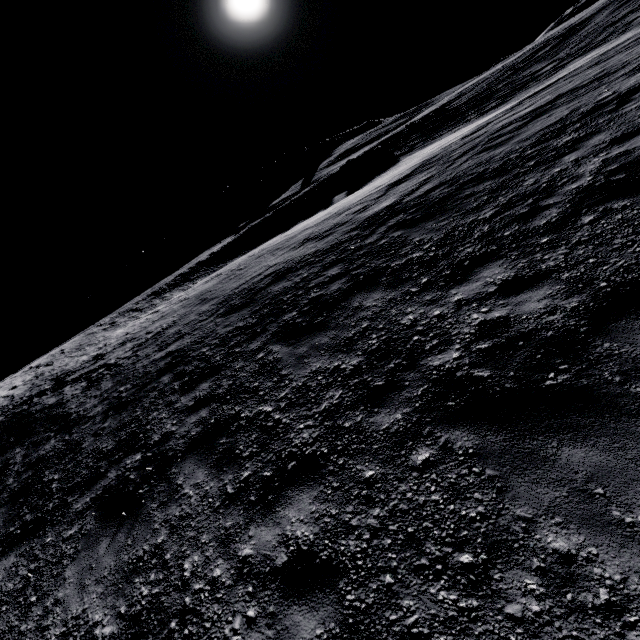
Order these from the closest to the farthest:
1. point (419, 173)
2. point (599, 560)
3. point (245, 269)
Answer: point (599, 560)
point (419, 173)
point (245, 269)
